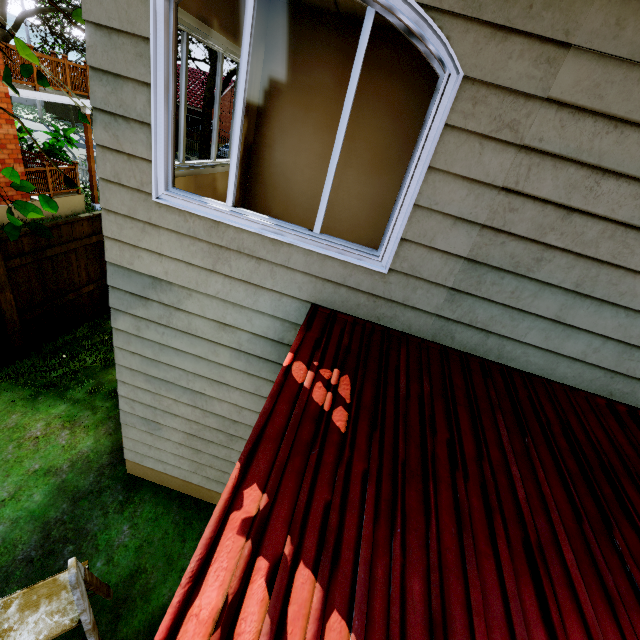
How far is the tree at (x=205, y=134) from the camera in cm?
1416

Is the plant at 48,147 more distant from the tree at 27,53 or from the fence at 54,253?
the tree at 27,53

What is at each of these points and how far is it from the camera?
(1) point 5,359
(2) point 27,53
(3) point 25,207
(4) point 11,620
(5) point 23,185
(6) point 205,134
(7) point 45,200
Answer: (1) fence, 5.6m
(2) tree, 2.1m
(3) tree, 2.1m
(4) ladder, 2.0m
(5) tree, 2.3m
(6) tree, 15.5m
(7) tree, 2.2m

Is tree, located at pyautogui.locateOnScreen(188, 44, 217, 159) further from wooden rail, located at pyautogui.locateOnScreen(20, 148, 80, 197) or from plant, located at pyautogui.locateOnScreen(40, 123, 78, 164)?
wooden rail, located at pyautogui.locateOnScreen(20, 148, 80, 197)

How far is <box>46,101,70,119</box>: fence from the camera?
29.0 meters

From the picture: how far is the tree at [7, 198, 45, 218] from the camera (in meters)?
2.07

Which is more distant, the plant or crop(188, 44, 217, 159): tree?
crop(188, 44, 217, 159): tree

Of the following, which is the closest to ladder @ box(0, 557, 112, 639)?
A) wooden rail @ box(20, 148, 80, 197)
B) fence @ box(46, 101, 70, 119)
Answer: wooden rail @ box(20, 148, 80, 197)
